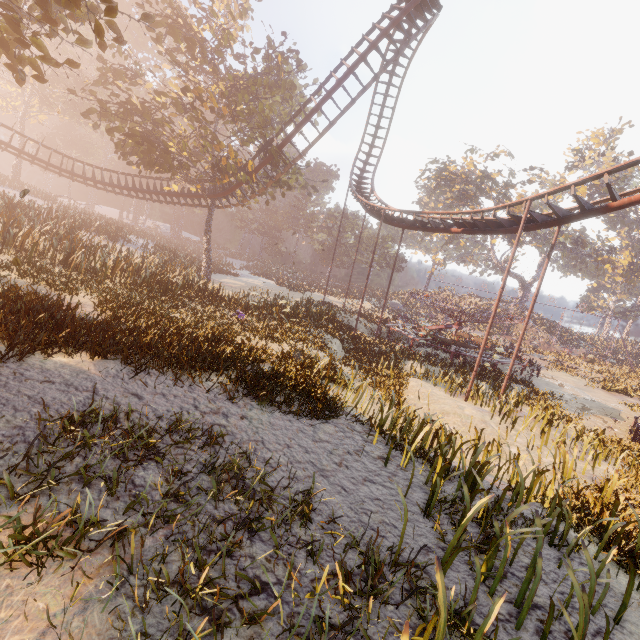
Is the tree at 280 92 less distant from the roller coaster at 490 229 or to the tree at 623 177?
the roller coaster at 490 229

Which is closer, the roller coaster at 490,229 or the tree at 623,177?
the roller coaster at 490,229

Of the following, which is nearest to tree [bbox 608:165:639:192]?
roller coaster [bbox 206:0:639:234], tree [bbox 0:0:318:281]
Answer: roller coaster [bbox 206:0:639:234]

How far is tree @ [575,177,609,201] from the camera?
50.9m

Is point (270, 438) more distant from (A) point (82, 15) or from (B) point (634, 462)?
(B) point (634, 462)

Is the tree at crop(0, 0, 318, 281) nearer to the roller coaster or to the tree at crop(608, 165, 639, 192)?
the roller coaster

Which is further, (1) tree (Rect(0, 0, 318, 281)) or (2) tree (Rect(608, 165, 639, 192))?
(2) tree (Rect(608, 165, 639, 192))

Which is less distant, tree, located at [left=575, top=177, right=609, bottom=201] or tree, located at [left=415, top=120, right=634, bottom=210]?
tree, located at [left=415, top=120, right=634, bottom=210]
